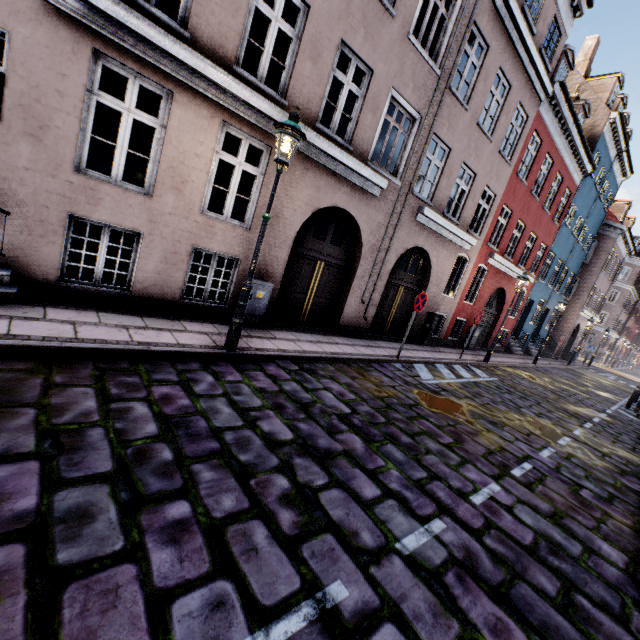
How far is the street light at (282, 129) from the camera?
4.7 meters

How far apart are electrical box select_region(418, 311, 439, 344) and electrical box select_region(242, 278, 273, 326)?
7.51m

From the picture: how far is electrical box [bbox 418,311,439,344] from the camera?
12.5m

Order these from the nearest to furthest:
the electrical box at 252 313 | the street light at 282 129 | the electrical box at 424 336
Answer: the street light at 282 129
the electrical box at 252 313
the electrical box at 424 336

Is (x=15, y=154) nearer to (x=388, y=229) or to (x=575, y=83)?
(x=388, y=229)

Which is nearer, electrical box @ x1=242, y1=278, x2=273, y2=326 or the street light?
the street light

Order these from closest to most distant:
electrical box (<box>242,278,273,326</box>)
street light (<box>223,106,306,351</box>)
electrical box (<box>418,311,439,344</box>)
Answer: street light (<box>223,106,306,351</box>) < electrical box (<box>242,278,273,326</box>) < electrical box (<box>418,311,439,344</box>)

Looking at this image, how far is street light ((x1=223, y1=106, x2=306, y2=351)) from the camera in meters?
4.7
